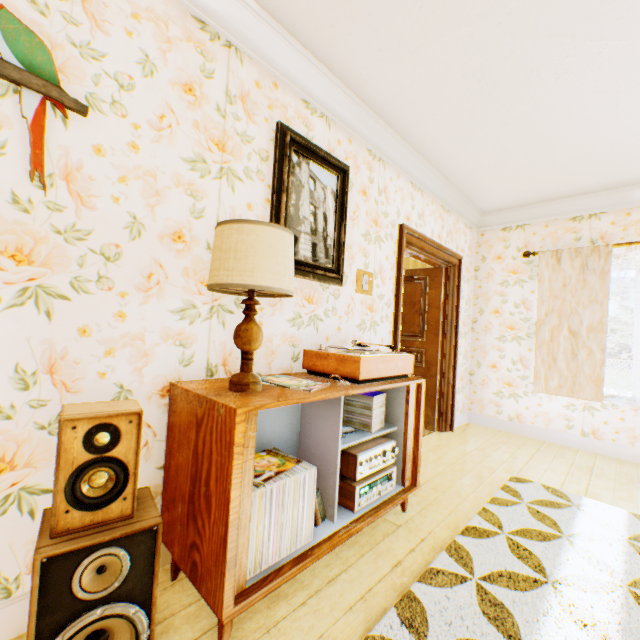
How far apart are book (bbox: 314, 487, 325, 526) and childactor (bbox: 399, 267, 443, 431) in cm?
297

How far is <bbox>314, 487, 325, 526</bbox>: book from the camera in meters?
A: 1.8 m

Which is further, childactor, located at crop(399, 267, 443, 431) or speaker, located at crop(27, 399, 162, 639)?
childactor, located at crop(399, 267, 443, 431)

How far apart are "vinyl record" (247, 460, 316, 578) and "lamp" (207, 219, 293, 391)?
0.41m

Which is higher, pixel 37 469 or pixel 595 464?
pixel 37 469

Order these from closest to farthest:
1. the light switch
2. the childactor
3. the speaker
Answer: the speaker, the light switch, the childactor

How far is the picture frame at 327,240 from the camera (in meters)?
2.15

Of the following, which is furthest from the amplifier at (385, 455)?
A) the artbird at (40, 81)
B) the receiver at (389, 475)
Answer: the artbird at (40, 81)
